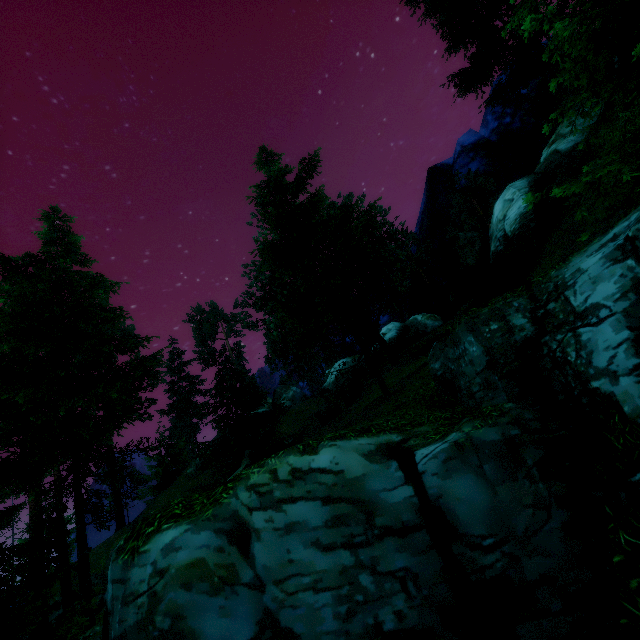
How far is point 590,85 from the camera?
8.81m

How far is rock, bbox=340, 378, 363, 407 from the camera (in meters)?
21.78

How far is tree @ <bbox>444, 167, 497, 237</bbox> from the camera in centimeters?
3706cm

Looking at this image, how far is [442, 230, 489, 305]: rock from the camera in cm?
2367

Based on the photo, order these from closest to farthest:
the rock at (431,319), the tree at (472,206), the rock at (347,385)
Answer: the rock at (347,385) < the rock at (431,319) < the tree at (472,206)

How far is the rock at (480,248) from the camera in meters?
23.7

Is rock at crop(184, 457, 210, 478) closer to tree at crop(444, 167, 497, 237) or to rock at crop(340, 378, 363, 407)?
tree at crop(444, 167, 497, 237)

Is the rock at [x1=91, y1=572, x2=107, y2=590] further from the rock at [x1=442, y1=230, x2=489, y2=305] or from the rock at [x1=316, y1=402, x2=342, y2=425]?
the rock at [x1=442, y1=230, x2=489, y2=305]
